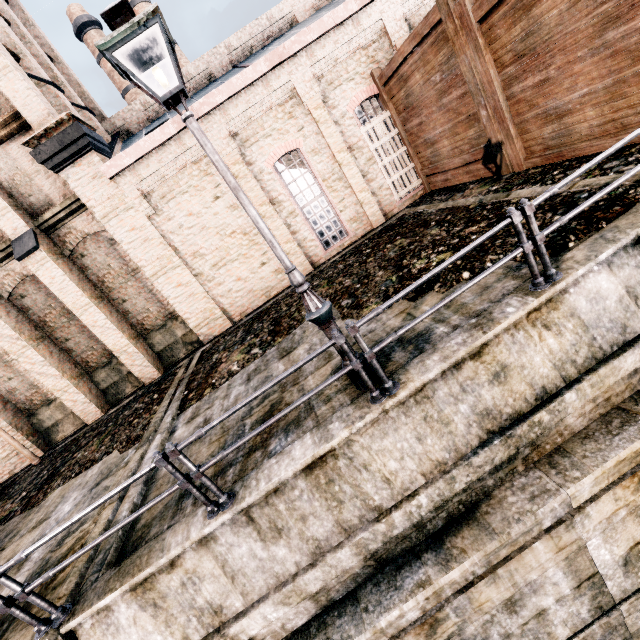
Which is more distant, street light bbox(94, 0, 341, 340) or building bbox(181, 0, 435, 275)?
building bbox(181, 0, 435, 275)

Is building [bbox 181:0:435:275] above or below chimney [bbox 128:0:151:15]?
below

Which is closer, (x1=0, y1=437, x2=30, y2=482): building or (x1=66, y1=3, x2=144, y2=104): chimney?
(x1=0, y1=437, x2=30, y2=482): building

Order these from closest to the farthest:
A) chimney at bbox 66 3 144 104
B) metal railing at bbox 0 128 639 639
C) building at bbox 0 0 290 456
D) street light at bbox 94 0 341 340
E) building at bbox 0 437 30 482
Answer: street light at bbox 94 0 341 340
metal railing at bbox 0 128 639 639
building at bbox 0 0 290 456
building at bbox 0 437 30 482
chimney at bbox 66 3 144 104

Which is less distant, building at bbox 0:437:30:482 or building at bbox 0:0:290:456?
building at bbox 0:0:290:456

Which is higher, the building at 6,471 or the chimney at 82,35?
the chimney at 82,35

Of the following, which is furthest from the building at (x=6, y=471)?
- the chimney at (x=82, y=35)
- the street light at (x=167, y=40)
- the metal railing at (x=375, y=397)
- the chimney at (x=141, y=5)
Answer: the chimney at (x=141, y=5)

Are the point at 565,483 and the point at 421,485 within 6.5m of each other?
yes
